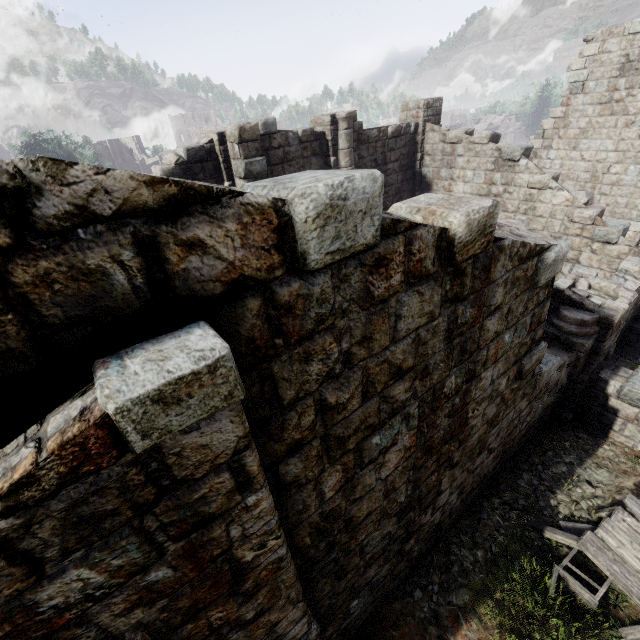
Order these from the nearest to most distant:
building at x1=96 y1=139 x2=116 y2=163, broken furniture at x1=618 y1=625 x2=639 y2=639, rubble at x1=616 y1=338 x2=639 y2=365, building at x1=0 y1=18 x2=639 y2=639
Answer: building at x1=0 y1=18 x2=639 y2=639, broken furniture at x1=618 y1=625 x2=639 y2=639, rubble at x1=616 y1=338 x2=639 y2=365, building at x1=96 y1=139 x2=116 y2=163

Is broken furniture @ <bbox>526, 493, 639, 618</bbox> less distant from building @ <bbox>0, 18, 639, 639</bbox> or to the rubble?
building @ <bbox>0, 18, 639, 639</bbox>

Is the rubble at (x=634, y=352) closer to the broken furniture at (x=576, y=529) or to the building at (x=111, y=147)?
the building at (x=111, y=147)

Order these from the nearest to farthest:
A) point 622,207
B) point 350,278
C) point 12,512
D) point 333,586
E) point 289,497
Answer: point 12,512 → point 350,278 → point 289,497 → point 333,586 → point 622,207

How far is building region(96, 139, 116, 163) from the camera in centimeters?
5798cm

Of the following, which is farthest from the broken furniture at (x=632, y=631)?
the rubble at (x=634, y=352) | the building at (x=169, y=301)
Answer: the rubble at (x=634, y=352)

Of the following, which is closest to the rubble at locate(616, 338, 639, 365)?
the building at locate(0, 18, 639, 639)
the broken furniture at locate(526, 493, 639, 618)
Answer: the building at locate(0, 18, 639, 639)
